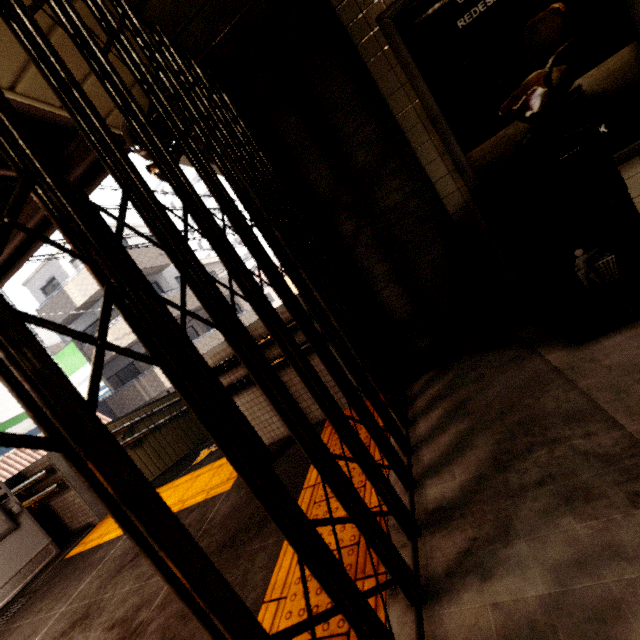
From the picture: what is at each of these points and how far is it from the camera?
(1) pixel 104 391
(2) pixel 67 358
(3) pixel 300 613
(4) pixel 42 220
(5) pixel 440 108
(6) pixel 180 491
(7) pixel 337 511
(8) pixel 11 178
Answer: (1) sign, 13.55m
(2) sign, 13.50m
(3) groundtactileadastrip, 1.46m
(4) exterior awning, 2.90m
(5) sign, 2.35m
(6) groundtactileadastrip, 3.74m
(7) groundtactileadastrip, 1.92m
(8) exterior awning, 2.50m

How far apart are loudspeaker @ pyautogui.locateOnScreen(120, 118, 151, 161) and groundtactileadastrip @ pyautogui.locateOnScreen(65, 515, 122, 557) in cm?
282

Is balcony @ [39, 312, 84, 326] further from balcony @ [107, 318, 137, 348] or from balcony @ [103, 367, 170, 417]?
balcony @ [103, 367, 170, 417]

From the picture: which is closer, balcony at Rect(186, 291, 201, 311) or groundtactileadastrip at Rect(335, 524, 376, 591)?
groundtactileadastrip at Rect(335, 524, 376, 591)

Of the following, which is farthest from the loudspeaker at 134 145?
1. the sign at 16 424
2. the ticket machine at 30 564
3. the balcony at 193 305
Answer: the balcony at 193 305

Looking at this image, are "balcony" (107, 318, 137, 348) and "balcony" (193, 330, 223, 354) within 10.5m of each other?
yes

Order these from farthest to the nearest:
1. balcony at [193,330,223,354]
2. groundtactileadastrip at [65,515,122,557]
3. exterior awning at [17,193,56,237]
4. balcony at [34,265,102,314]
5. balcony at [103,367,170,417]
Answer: balcony at [193,330,223,354] < balcony at [103,367,170,417] < balcony at [34,265,102,314] < groundtactileadastrip at [65,515,122,557] < exterior awning at [17,193,56,237]

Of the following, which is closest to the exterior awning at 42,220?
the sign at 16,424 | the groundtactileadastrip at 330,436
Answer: the groundtactileadastrip at 330,436
